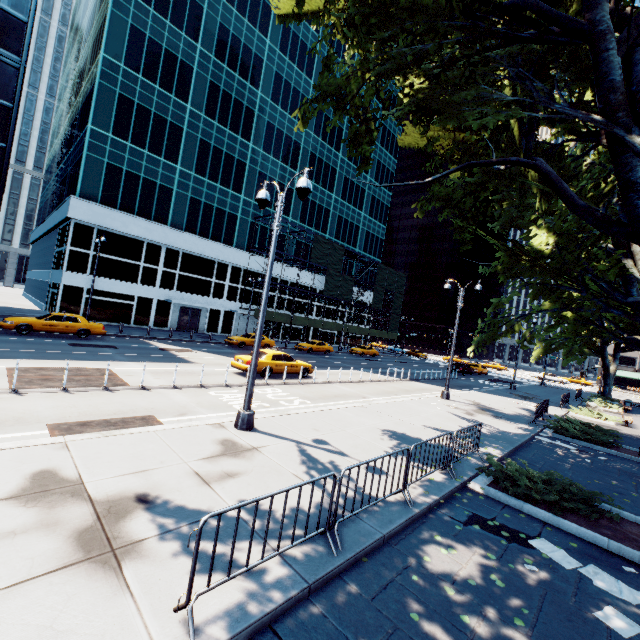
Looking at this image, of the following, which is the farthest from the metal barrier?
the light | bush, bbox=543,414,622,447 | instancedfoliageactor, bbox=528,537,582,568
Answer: instancedfoliageactor, bbox=528,537,582,568

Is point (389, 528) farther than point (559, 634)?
Yes

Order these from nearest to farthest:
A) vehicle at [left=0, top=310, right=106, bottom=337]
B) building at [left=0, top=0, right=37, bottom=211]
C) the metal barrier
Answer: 1. the metal barrier
2. vehicle at [left=0, top=310, right=106, bottom=337]
3. building at [left=0, top=0, right=37, bottom=211]

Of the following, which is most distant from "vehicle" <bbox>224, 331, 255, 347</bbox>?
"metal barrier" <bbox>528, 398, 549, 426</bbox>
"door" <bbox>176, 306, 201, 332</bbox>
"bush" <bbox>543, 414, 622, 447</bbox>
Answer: "bush" <bbox>543, 414, 622, 447</bbox>

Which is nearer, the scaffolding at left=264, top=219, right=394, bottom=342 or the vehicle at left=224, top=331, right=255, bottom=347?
the vehicle at left=224, top=331, right=255, bottom=347

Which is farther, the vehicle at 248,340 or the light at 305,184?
the vehicle at 248,340

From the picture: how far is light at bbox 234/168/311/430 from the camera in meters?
8.7

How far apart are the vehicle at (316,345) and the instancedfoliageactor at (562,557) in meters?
30.4 m
